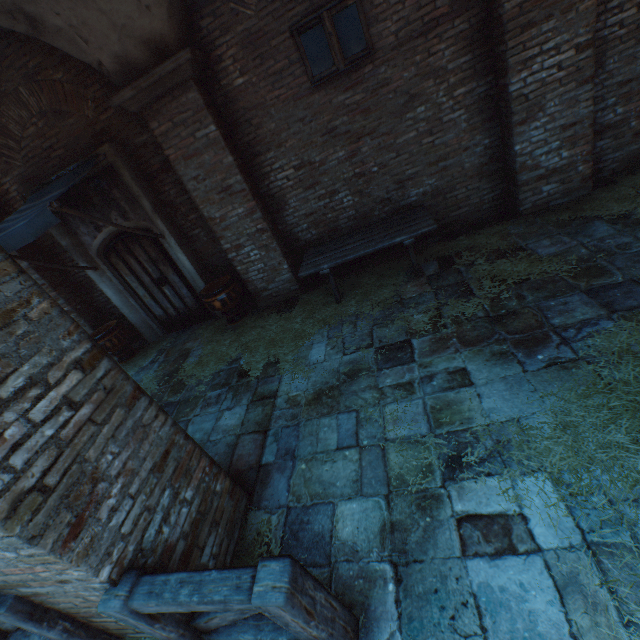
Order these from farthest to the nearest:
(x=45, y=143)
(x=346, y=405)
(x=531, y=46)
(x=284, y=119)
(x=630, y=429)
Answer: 1. (x=45, y=143)
2. (x=284, y=119)
3. (x=531, y=46)
4. (x=346, y=405)
5. (x=630, y=429)

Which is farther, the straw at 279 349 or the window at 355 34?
the straw at 279 349

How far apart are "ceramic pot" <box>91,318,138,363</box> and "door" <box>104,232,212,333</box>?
0.59m

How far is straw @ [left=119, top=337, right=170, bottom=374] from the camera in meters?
6.9

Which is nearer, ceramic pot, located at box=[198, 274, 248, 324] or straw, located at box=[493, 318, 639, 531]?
straw, located at box=[493, 318, 639, 531]

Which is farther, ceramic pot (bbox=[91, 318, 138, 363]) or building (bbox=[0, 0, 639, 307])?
ceramic pot (bbox=[91, 318, 138, 363])

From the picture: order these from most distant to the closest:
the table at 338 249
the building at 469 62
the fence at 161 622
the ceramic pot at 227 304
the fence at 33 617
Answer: the ceramic pot at 227 304 < the table at 338 249 < the building at 469 62 < the fence at 33 617 < the fence at 161 622

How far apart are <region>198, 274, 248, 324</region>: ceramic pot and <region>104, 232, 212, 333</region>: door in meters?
0.6
